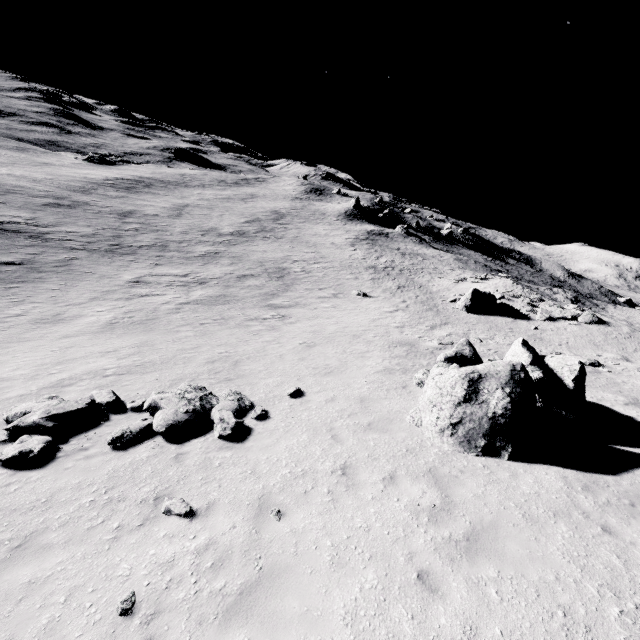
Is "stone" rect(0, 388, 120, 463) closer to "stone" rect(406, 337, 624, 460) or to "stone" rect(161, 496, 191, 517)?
"stone" rect(161, 496, 191, 517)

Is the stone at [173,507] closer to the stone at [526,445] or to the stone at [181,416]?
the stone at [181,416]

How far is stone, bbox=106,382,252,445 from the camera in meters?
8.9

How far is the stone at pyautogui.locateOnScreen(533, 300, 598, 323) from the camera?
26.9 meters

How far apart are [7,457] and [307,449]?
7.1m

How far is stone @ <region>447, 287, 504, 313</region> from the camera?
29.0 meters

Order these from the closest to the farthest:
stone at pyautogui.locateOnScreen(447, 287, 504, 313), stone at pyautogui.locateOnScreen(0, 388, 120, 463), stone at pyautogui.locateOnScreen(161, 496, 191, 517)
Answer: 1. stone at pyautogui.locateOnScreen(161, 496, 191, 517)
2. stone at pyautogui.locateOnScreen(0, 388, 120, 463)
3. stone at pyautogui.locateOnScreen(447, 287, 504, 313)

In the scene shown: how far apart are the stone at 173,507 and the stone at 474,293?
28.2 meters
